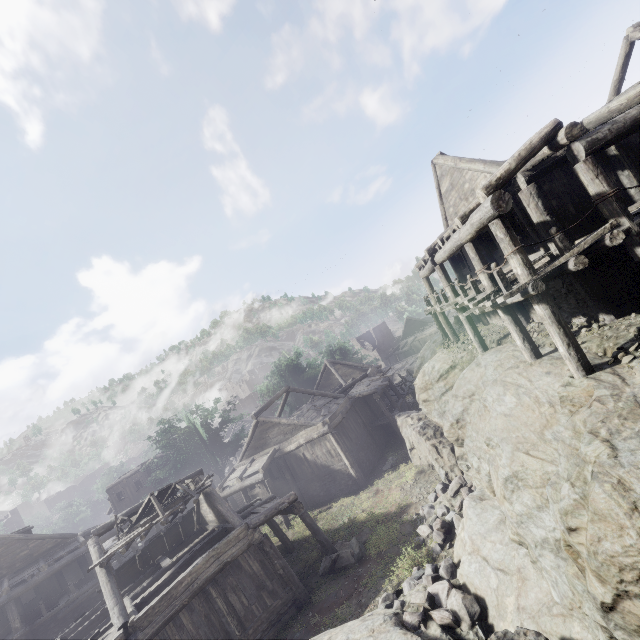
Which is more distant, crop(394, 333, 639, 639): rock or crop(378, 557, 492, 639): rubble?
crop(378, 557, 492, 639): rubble

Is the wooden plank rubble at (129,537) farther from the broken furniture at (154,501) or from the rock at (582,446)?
the rock at (582,446)

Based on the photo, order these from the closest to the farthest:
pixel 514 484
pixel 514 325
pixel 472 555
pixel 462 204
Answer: pixel 514 484 → pixel 472 555 → pixel 514 325 → pixel 462 204

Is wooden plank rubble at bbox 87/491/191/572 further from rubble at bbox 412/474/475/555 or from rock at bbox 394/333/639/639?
rock at bbox 394/333/639/639

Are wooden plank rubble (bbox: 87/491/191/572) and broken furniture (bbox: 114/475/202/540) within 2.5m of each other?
yes

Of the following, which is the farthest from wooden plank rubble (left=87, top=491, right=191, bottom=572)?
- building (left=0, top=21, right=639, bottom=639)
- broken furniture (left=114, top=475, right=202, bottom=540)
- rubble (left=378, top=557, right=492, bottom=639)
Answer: rubble (left=378, top=557, right=492, bottom=639)

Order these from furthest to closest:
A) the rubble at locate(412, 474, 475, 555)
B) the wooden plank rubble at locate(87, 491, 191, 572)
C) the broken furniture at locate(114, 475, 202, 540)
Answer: the broken furniture at locate(114, 475, 202, 540), the wooden plank rubble at locate(87, 491, 191, 572), the rubble at locate(412, 474, 475, 555)

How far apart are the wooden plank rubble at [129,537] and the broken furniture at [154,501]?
0.02m
